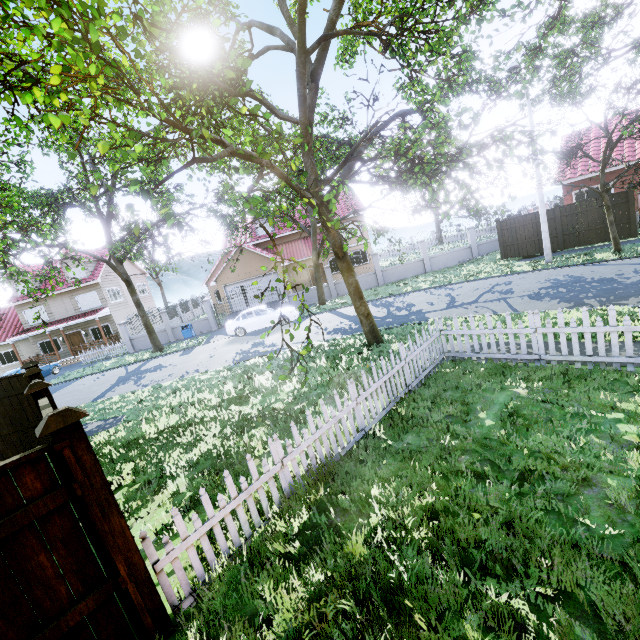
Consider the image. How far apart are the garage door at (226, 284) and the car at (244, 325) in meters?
7.7

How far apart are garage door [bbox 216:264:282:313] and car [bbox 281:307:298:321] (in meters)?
7.67

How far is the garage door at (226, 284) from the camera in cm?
2832

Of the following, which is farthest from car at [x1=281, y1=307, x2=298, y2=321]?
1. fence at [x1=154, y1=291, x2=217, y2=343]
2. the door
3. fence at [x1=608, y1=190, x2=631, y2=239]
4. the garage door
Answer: the door

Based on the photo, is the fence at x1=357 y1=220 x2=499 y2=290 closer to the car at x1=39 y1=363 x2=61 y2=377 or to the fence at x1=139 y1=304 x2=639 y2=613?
the fence at x1=139 y1=304 x2=639 y2=613

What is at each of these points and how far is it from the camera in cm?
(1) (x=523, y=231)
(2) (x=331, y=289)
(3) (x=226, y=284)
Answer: (1) fence, 1911
(2) fence, 2441
(3) garage door, 2841

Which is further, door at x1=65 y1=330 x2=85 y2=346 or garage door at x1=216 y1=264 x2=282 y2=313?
door at x1=65 y1=330 x2=85 y2=346
